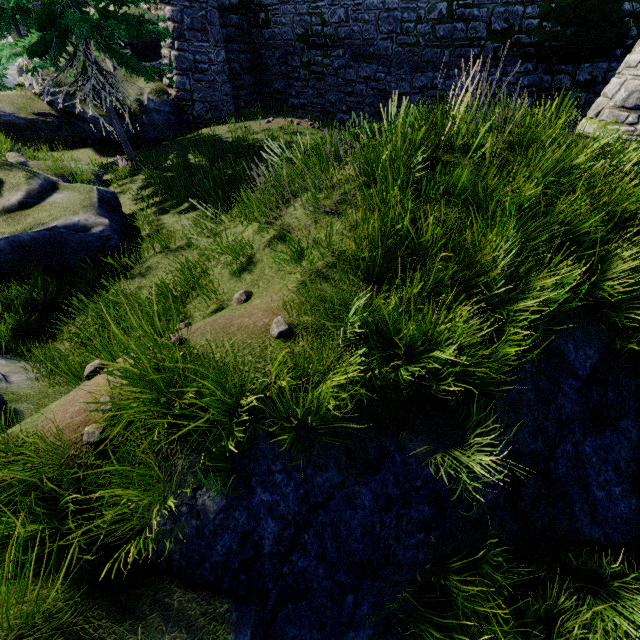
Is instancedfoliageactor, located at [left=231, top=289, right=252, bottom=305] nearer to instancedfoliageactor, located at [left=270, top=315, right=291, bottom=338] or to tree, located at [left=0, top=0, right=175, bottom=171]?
instancedfoliageactor, located at [left=270, top=315, right=291, bottom=338]

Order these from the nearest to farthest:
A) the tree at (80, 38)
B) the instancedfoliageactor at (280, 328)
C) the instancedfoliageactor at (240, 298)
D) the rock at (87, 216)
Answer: the instancedfoliageactor at (280, 328)
the instancedfoliageactor at (240, 298)
the rock at (87, 216)
the tree at (80, 38)

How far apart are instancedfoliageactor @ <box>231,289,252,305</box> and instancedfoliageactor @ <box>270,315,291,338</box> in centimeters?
103cm

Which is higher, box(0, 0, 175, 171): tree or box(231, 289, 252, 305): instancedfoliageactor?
box(0, 0, 175, 171): tree

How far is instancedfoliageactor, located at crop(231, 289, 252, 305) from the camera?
4.74m

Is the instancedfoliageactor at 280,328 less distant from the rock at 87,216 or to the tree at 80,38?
the rock at 87,216

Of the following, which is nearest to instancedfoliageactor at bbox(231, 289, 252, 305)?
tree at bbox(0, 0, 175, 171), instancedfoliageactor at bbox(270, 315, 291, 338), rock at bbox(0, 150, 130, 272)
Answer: instancedfoliageactor at bbox(270, 315, 291, 338)

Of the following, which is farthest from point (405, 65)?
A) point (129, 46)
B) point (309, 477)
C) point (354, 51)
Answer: point (309, 477)
